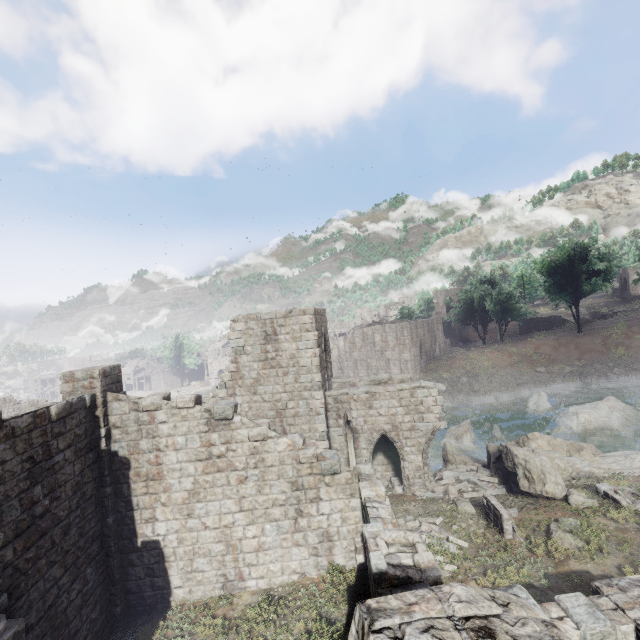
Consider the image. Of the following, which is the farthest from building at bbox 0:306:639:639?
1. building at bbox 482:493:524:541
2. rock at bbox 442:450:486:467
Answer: building at bbox 482:493:524:541

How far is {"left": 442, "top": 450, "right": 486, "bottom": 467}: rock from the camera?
18.77m

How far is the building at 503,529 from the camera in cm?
1139

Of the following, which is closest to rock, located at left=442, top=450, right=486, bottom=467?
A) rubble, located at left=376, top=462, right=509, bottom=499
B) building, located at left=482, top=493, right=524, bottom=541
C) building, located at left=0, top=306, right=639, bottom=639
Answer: rubble, located at left=376, top=462, right=509, bottom=499

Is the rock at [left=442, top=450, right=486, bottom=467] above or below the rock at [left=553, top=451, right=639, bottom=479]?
below

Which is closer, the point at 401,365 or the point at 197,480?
the point at 197,480

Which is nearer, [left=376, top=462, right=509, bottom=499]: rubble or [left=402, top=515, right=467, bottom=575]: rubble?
[left=402, top=515, right=467, bottom=575]: rubble

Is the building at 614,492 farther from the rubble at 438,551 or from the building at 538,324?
the rubble at 438,551
